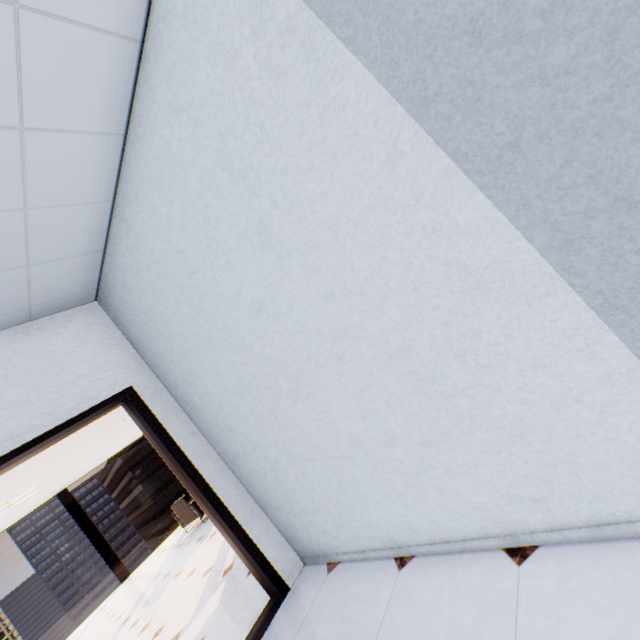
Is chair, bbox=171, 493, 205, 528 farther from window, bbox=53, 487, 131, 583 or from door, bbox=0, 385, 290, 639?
door, bbox=0, 385, 290, 639

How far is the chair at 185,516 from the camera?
7.5 meters

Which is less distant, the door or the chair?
the door

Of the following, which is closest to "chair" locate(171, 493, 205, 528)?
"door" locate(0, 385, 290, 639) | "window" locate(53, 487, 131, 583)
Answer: "window" locate(53, 487, 131, 583)

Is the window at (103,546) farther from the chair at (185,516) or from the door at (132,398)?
the door at (132,398)

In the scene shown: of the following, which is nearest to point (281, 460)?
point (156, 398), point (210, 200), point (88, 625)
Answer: point (156, 398)

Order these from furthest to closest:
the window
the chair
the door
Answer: the window, the chair, the door

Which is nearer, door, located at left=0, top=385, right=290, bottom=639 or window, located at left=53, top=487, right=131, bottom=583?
door, located at left=0, top=385, right=290, bottom=639
